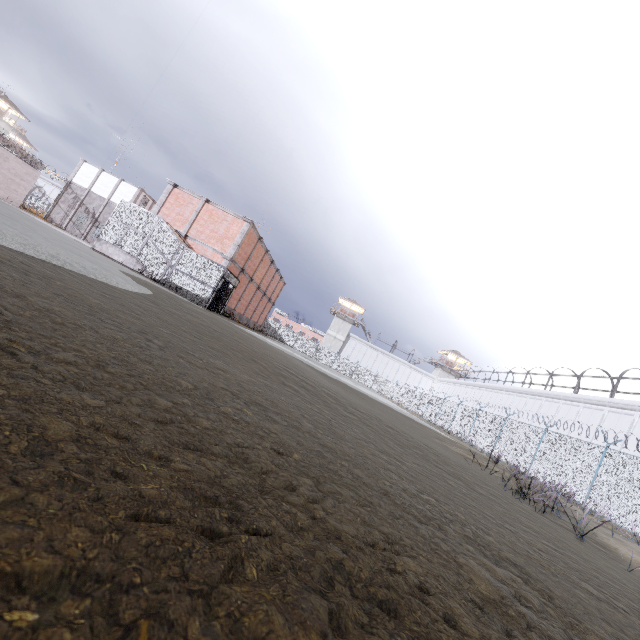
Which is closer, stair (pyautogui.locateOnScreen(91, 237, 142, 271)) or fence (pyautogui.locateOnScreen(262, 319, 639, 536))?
fence (pyautogui.locateOnScreen(262, 319, 639, 536))

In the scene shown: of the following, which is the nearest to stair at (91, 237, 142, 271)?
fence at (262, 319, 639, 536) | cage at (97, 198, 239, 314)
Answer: cage at (97, 198, 239, 314)

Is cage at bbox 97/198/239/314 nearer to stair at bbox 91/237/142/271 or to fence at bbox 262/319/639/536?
stair at bbox 91/237/142/271

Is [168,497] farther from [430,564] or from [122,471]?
[430,564]

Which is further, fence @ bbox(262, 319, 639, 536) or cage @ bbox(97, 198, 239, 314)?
cage @ bbox(97, 198, 239, 314)

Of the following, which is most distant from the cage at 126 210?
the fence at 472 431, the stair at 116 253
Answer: the fence at 472 431
